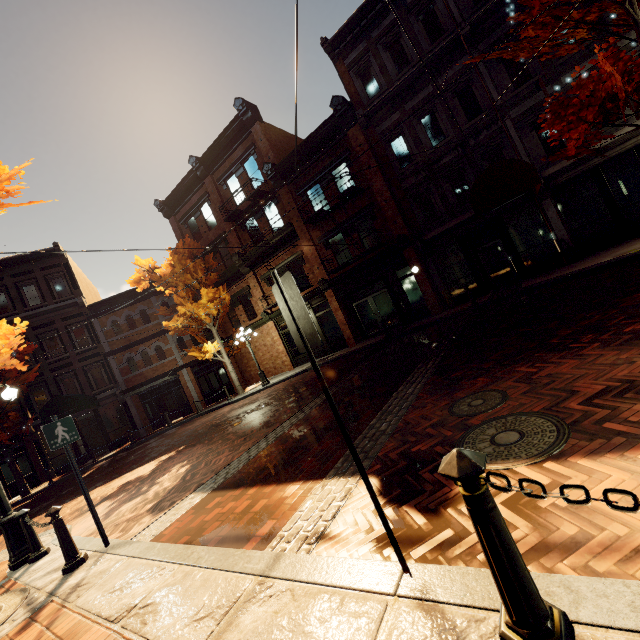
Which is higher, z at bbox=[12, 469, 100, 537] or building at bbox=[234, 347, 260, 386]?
building at bbox=[234, 347, 260, 386]

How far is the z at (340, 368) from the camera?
11.1m

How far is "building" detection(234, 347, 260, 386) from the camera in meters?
22.9

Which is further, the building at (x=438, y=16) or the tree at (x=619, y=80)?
the building at (x=438, y=16)

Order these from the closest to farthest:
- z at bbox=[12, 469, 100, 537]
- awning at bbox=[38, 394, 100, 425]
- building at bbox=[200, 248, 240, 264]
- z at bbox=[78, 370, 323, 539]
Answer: z at bbox=[78, 370, 323, 539], z at bbox=[12, 469, 100, 537], awning at bbox=[38, 394, 100, 425], building at bbox=[200, 248, 240, 264]

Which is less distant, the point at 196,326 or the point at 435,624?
the point at 435,624

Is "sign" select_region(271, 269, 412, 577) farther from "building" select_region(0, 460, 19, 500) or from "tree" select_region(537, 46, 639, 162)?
"building" select_region(0, 460, 19, 500)

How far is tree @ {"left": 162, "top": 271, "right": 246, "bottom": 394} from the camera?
18.4 meters
